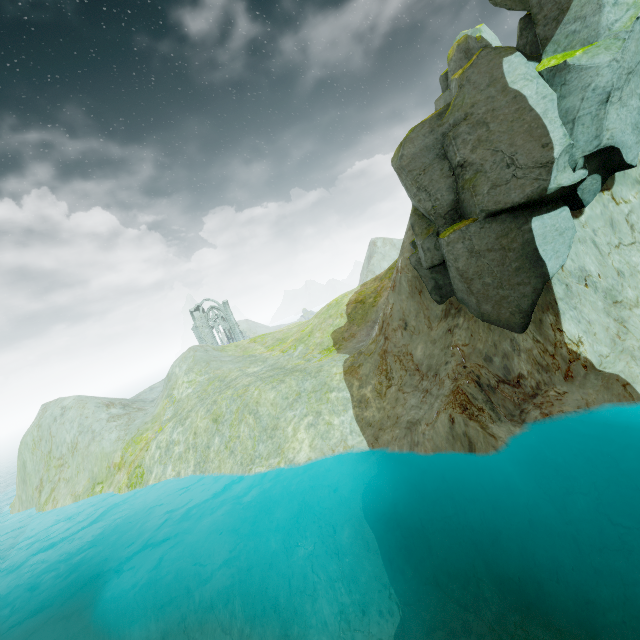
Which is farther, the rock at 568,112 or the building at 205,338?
the building at 205,338

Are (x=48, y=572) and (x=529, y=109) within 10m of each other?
no

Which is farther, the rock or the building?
the building

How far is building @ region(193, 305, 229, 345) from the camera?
57.8 meters

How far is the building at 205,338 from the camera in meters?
57.8
